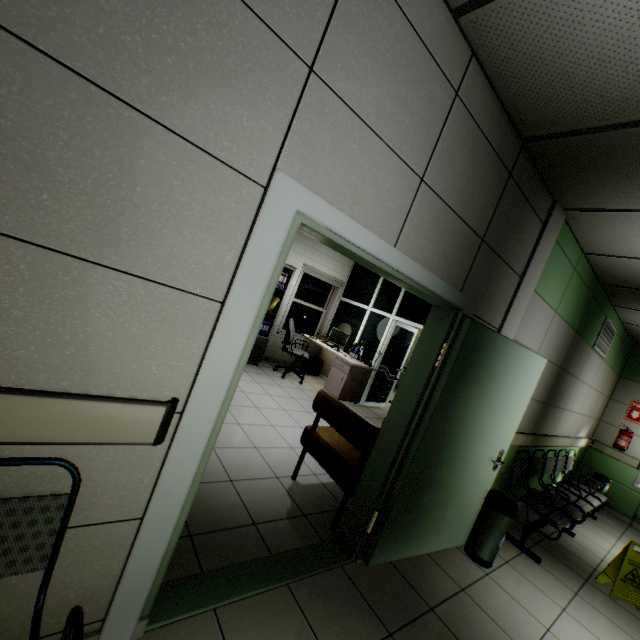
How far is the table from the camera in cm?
645

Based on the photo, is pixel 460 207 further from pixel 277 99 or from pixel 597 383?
pixel 597 383

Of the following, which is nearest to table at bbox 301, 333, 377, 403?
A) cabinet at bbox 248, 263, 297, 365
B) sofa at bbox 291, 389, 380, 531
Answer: cabinet at bbox 248, 263, 297, 365

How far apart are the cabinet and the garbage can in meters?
4.6

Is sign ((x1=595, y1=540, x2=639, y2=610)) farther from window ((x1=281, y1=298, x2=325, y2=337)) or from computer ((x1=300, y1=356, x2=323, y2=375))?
window ((x1=281, y1=298, x2=325, y2=337))

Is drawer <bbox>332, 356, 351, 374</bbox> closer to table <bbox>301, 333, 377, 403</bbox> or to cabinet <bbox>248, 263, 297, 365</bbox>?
table <bbox>301, 333, 377, 403</bbox>

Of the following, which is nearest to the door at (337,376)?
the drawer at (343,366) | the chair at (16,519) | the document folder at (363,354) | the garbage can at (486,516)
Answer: the drawer at (343,366)

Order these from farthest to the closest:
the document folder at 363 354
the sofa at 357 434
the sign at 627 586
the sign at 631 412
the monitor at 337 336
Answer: the monitor at 337 336 < the document folder at 363 354 < the sign at 631 412 < the sign at 627 586 < the sofa at 357 434
